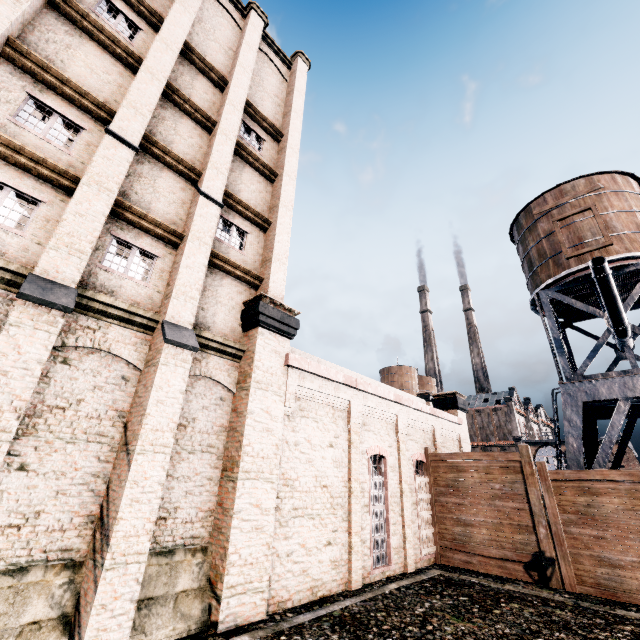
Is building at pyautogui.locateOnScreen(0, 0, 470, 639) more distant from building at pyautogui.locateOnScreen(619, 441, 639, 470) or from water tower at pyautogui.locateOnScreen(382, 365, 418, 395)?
building at pyautogui.locateOnScreen(619, 441, 639, 470)

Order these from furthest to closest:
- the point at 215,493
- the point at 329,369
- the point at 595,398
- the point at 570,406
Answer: the point at 570,406 < the point at 595,398 < the point at 329,369 < the point at 215,493

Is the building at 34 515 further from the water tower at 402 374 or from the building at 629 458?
the building at 629 458

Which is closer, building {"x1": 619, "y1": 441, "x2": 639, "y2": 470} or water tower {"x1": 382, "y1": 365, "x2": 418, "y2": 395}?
building {"x1": 619, "y1": 441, "x2": 639, "y2": 470}

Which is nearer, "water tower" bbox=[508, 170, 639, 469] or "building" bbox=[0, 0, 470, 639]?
"building" bbox=[0, 0, 470, 639]

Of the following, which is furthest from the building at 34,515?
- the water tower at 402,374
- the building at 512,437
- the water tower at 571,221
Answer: the building at 512,437

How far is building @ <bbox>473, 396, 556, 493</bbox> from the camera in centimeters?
5359cm

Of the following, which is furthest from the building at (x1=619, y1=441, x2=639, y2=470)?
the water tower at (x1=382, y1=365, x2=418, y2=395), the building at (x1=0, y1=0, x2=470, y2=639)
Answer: the building at (x1=0, y1=0, x2=470, y2=639)
